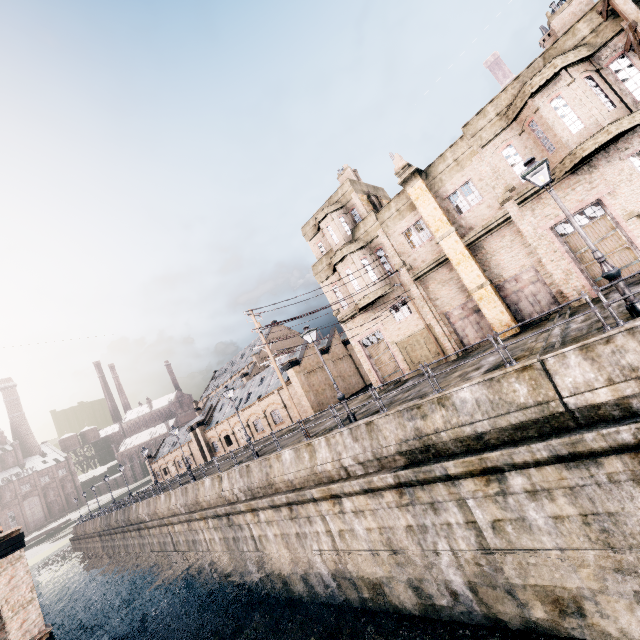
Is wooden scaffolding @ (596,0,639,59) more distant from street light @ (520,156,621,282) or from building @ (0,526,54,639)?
building @ (0,526,54,639)

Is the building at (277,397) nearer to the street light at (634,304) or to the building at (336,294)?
the building at (336,294)

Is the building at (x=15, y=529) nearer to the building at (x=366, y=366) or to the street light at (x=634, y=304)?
the building at (x=366, y=366)

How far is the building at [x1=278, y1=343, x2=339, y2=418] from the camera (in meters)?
35.22

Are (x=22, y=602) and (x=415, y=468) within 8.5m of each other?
no

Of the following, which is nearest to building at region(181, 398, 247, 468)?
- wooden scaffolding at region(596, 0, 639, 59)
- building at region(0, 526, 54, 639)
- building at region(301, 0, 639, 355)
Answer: building at region(301, 0, 639, 355)

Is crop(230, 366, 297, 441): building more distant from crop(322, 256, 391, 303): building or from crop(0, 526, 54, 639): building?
crop(0, 526, 54, 639): building

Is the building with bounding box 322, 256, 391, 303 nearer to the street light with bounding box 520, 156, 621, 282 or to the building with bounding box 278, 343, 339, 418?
the street light with bounding box 520, 156, 621, 282
